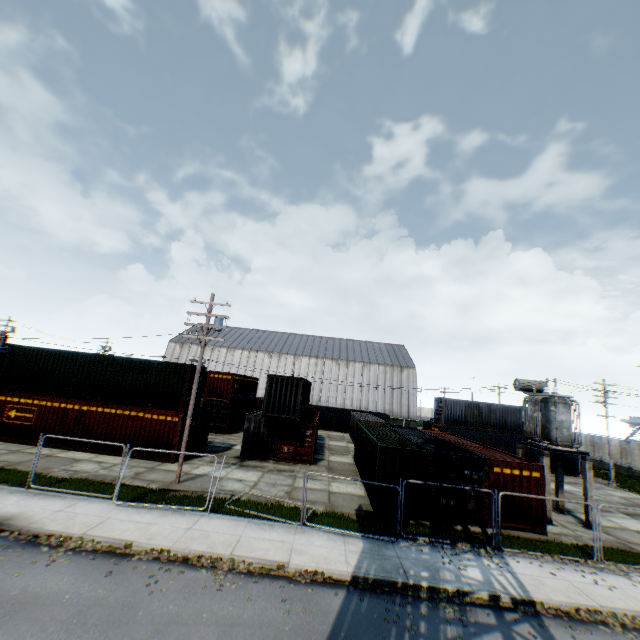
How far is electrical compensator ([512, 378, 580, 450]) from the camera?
17.12m

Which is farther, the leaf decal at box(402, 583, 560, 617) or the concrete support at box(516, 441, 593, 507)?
the concrete support at box(516, 441, 593, 507)

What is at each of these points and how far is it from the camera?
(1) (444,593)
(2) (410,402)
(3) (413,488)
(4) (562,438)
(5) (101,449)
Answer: (1) leaf decal, 9.5m
(2) building, 57.4m
(3) storage container, 15.1m
(4) electrical compensator, 17.1m
(5) storage container, 19.6m

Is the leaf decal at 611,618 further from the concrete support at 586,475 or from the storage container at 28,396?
the storage container at 28,396

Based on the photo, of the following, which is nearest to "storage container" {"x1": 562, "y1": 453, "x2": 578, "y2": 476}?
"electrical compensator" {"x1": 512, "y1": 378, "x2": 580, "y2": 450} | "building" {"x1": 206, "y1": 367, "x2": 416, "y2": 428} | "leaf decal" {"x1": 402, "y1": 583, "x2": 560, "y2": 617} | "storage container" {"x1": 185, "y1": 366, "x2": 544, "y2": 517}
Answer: "storage container" {"x1": 185, "y1": 366, "x2": 544, "y2": 517}

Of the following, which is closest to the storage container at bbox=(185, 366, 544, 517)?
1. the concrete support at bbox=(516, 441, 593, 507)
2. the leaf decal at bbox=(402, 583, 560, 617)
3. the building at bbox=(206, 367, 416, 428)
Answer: the concrete support at bbox=(516, 441, 593, 507)

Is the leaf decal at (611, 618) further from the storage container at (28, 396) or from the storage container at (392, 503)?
the storage container at (28, 396)

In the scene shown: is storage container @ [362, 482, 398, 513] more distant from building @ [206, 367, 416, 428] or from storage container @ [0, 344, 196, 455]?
building @ [206, 367, 416, 428]
